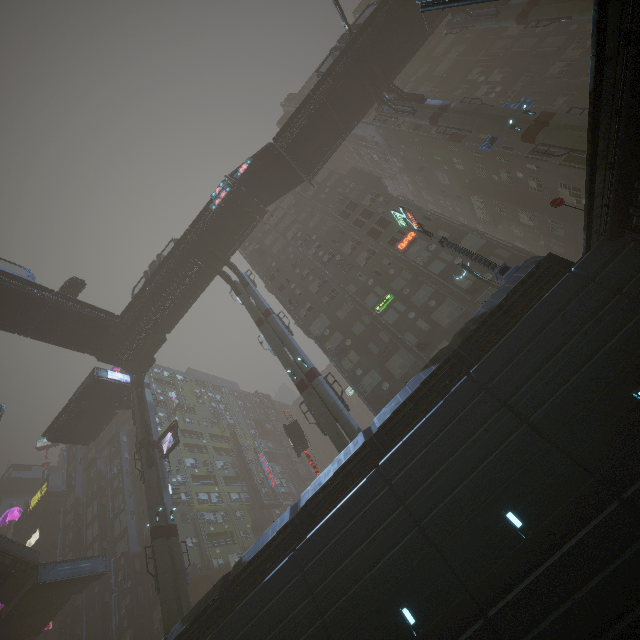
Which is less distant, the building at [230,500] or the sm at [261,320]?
the building at [230,500]

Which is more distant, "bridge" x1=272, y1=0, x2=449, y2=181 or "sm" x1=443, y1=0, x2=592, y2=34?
"bridge" x1=272, y1=0, x2=449, y2=181

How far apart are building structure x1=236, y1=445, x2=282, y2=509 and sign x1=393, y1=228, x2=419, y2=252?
44.4 meters

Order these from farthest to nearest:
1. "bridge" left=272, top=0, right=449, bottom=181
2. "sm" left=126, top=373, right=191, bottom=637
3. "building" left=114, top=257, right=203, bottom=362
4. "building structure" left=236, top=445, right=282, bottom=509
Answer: "building structure" left=236, top=445, right=282, bottom=509, "building" left=114, top=257, right=203, bottom=362, "bridge" left=272, top=0, right=449, bottom=181, "sm" left=126, top=373, right=191, bottom=637

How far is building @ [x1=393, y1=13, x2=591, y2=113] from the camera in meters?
29.9

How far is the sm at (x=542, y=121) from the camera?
20.5m

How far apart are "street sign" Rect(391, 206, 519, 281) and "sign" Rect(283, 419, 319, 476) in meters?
20.7 m

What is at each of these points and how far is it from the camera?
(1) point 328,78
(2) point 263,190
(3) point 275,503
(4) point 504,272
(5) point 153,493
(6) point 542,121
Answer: (1) bridge, 29.7m
(2) stairs, 34.3m
(3) building structure, 53.1m
(4) street sign, 16.3m
(5) sm, 28.7m
(6) sm, 21.9m
